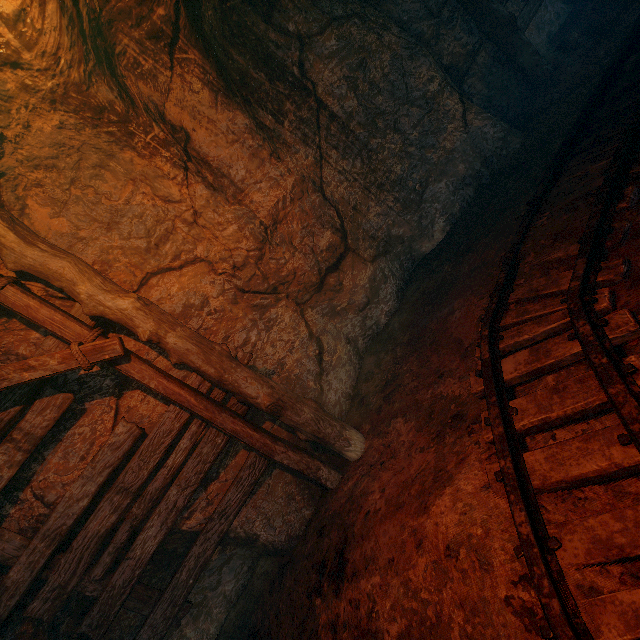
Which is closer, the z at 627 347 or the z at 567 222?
the z at 627 347

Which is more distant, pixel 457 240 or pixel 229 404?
pixel 457 240

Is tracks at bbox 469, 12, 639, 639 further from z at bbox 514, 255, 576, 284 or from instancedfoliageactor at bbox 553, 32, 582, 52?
instancedfoliageactor at bbox 553, 32, 582, 52

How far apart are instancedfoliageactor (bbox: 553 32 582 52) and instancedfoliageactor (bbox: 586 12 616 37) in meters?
0.2

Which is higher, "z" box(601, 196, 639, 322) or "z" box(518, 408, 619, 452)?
"z" box(601, 196, 639, 322)

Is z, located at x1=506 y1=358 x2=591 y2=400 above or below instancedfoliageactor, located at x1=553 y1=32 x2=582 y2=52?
below

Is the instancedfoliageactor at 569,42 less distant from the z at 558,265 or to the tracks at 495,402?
the z at 558,265

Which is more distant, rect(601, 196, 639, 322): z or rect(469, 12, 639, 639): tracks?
rect(601, 196, 639, 322): z
